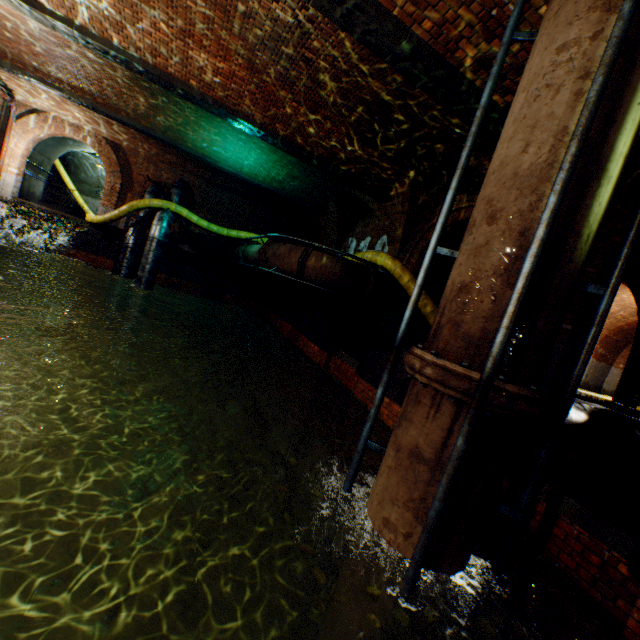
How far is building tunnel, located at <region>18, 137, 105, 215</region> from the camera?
16.6 meters

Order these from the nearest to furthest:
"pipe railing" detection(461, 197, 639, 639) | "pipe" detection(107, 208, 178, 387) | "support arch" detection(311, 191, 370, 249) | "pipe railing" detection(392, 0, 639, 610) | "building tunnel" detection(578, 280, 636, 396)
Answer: "pipe railing" detection(392, 0, 639, 610) → "pipe railing" detection(461, 197, 639, 639) → "pipe" detection(107, 208, 178, 387) → "support arch" detection(311, 191, 370, 249) → "building tunnel" detection(578, 280, 636, 396)

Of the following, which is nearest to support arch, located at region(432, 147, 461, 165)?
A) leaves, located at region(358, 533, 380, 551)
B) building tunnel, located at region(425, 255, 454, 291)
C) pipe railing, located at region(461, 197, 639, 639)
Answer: building tunnel, located at region(425, 255, 454, 291)

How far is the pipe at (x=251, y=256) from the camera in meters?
11.3 m

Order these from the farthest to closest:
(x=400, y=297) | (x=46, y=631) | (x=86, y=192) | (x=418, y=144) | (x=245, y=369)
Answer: (x=86, y=192) → (x=245, y=369) → (x=400, y=297) → (x=418, y=144) → (x=46, y=631)

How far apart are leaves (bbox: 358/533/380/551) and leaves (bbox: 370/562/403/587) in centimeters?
13cm

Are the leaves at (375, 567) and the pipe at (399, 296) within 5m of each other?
no

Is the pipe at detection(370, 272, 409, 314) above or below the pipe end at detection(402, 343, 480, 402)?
above
